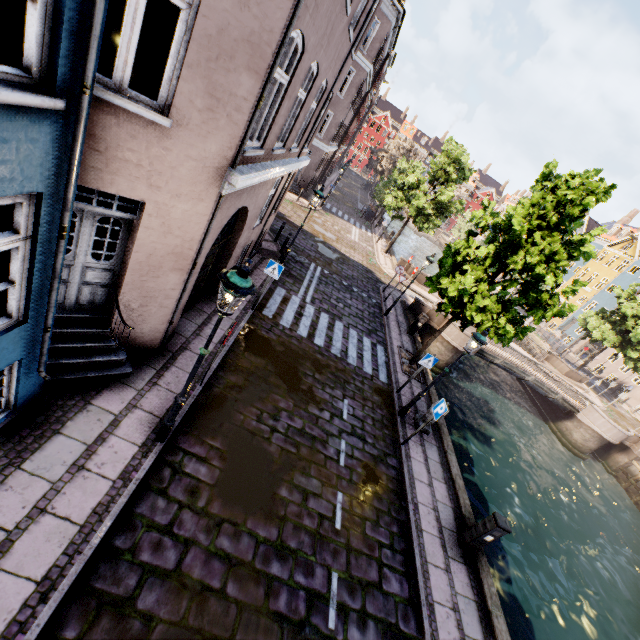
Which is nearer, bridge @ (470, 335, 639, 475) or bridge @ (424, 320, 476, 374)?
bridge @ (424, 320, 476, 374)

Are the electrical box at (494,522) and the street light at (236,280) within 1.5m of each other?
no

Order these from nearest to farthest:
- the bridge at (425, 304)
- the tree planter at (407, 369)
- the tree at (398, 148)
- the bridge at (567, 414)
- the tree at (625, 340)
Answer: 1. the tree planter at (407, 369)
2. the bridge at (425, 304)
3. the bridge at (567, 414)
4. the tree at (398, 148)
5. the tree at (625, 340)

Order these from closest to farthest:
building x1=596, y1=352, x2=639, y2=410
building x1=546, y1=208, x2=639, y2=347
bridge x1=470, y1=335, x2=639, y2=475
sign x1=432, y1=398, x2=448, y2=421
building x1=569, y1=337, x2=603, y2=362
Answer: sign x1=432, y1=398, x2=448, y2=421, bridge x1=470, y1=335, x2=639, y2=475, building x1=596, y1=352, x2=639, y2=410, building x1=569, y1=337, x2=603, y2=362, building x1=546, y1=208, x2=639, y2=347

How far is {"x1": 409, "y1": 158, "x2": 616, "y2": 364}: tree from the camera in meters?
9.3

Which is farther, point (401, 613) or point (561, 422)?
point (561, 422)

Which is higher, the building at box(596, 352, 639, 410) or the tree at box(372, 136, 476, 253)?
the tree at box(372, 136, 476, 253)

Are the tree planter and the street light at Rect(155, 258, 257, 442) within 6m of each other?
no
